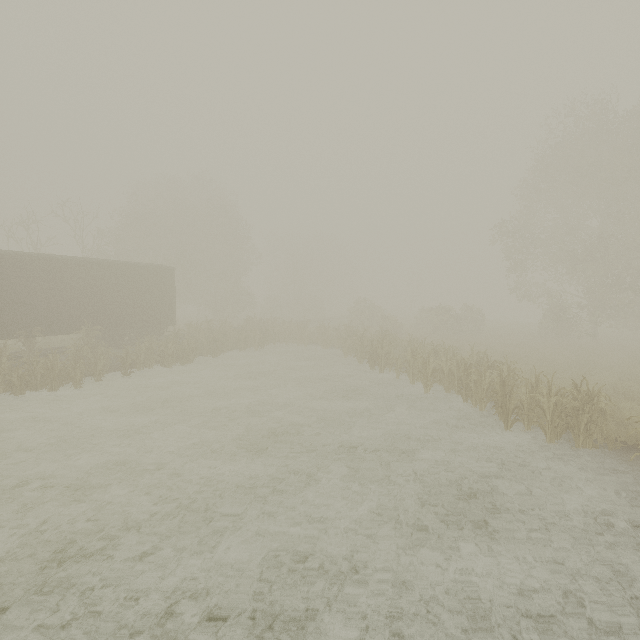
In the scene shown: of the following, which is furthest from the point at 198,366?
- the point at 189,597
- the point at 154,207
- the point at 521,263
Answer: the point at 154,207

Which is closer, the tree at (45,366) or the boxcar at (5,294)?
the tree at (45,366)

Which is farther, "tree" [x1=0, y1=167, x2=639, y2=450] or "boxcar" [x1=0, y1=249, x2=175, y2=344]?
"boxcar" [x1=0, y1=249, x2=175, y2=344]

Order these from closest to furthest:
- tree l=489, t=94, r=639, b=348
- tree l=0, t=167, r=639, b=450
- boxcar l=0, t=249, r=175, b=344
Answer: tree l=0, t=167, r=639, b=450 → boxcar l=0, t=249, r=175, b=344 → tree l=489, t=94, r=639, b=348

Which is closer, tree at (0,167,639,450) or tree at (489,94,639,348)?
tree at (0,167,639,450)
